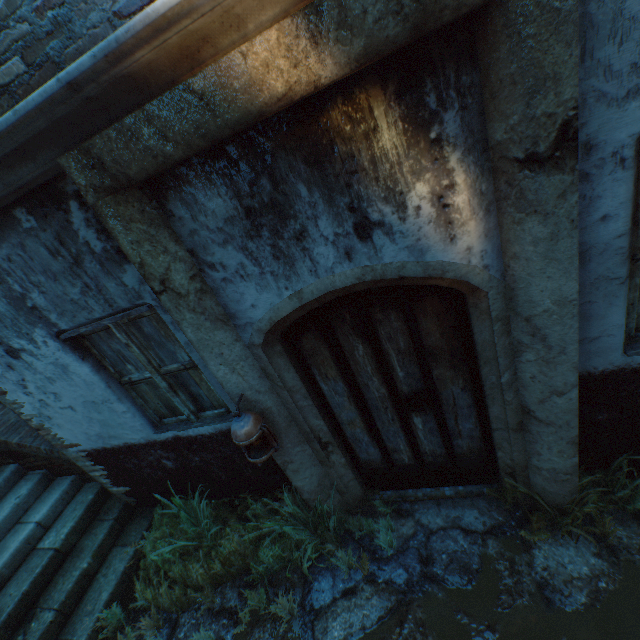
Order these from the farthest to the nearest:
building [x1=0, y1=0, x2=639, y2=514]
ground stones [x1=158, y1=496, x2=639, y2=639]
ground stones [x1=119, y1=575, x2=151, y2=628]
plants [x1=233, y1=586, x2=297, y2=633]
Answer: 1. ground stones [x1=119, y1=575, x2=151, y2=628]
2. plants [x1=233, y1=586, x2=297, y2=633]
3. ground stones [x1=158, y1=496, x2=639, y2=639]
4. building [x1=0, y1=0, x2=639, y2=514]

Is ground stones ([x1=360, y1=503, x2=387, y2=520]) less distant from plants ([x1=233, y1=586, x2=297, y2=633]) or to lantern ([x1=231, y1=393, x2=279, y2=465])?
plants ([x1=233, y1=586, x2=297, y2=633])

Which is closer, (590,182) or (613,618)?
(590,182)

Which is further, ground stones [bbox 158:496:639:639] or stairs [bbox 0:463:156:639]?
stairs [bbox 0:463:156:639]

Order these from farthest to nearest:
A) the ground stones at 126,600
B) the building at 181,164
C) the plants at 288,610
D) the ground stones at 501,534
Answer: the ground stones at 126,600
the plants at 288,610
the ground stones at 501,534
the building at 181,164

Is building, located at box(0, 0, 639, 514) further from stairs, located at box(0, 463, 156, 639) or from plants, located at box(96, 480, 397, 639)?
plants, located at box(96, 480, 397, 639)

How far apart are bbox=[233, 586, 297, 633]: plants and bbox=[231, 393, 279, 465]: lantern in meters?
1.0 m

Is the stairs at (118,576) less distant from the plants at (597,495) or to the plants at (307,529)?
the plants at (307,529)
